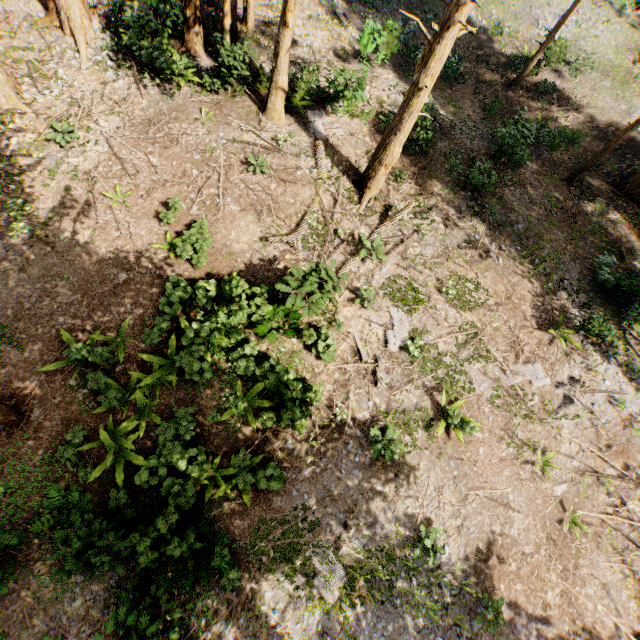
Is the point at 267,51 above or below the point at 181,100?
above

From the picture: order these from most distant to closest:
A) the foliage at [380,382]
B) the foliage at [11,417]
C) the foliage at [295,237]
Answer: the foliage at [295,237], the foliage at [380,382], the foliage at [11,417]

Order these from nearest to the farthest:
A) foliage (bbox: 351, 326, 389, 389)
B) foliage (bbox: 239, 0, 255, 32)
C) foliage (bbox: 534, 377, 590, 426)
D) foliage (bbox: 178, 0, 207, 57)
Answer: foliage (bbox: 351, 326, 389, 389) → foliage (bbox: 534, 377, 590, 426) → foliage (bbox: 178, 0, 207, 57) → foliage (bbox: 239, 0, 255, 32)

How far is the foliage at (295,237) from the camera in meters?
13.4

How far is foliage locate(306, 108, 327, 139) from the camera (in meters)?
16.36

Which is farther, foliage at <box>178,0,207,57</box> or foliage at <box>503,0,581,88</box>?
foliage at <box>503,0,581,88</box>

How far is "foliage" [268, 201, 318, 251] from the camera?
13.4 meters
